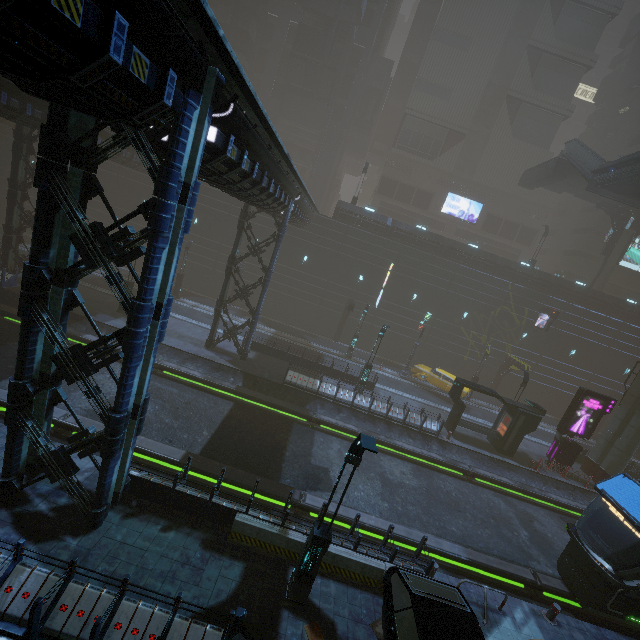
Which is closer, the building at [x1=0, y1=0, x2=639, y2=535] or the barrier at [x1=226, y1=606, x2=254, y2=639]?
the building at [x1=0, y1=0, x2=639, y2=535]

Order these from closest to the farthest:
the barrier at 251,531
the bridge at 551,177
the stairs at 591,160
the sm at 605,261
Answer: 1. the barrier at 251,531
2. the stairs at 591,160
3. the bridge at 551,177
4. the sm at 605,261

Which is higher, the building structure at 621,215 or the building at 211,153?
the building structure at 621,215

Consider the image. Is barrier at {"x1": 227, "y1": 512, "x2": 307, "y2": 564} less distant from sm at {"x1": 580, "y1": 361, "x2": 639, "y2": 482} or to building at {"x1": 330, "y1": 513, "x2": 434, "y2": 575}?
building at {"x1": 330, "y1": 513, "x2": 434, "y2": 575}

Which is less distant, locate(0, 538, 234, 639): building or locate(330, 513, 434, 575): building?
locate(0, 538, 234, 639): building

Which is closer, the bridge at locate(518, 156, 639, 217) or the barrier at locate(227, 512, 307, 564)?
the barrier at locate(227, 512, 307, 564)

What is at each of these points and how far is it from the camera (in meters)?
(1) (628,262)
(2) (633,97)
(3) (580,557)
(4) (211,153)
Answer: (1) sign, 41.31
(2) building, 43.78
(3) train, 12.77
(4) building, 8.60

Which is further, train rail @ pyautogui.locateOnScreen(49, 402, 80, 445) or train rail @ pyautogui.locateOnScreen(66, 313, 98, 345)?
train rail @ pyautogui.locateOnScreen(66, 313, 98, 345)
